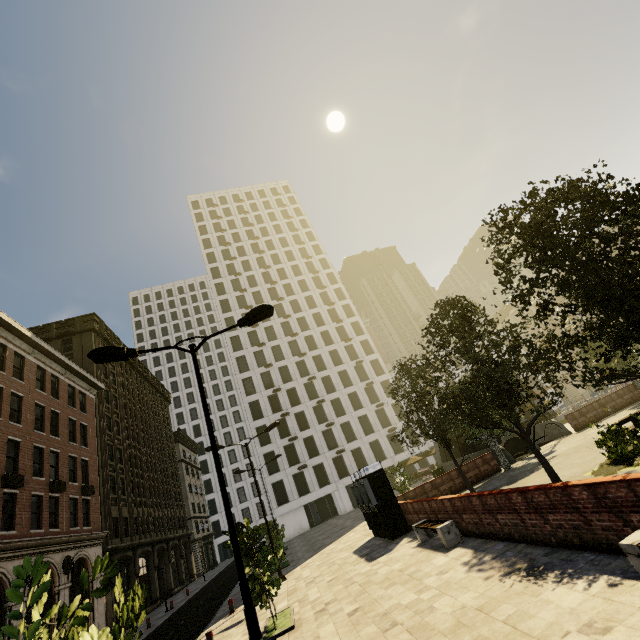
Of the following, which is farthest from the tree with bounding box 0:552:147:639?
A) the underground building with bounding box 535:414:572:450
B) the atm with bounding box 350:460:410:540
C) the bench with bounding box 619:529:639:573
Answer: the bench with bounding box 619:529:639:573

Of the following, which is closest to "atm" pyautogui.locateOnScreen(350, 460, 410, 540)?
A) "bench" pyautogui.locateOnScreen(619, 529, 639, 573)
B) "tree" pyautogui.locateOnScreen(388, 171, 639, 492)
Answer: "tree" pyautogui.locateOnScreen(388, 171, 639, 492)

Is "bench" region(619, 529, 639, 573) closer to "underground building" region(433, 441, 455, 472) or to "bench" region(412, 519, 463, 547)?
"bench" region(412, 519, 463, 547)

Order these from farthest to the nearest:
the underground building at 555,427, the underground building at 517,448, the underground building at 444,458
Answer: the underground building at 444,458, the underground building at 555,427, the underground building at 517,448

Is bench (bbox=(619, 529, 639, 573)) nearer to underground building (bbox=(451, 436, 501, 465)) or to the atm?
the atm

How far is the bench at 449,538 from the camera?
10.5 meters

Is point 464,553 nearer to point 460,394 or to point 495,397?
point 495,397

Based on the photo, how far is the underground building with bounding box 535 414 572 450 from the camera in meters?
23.1 m
